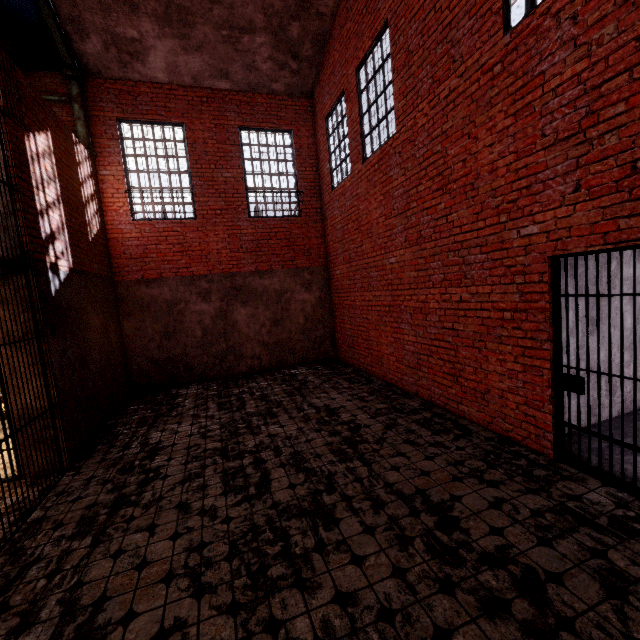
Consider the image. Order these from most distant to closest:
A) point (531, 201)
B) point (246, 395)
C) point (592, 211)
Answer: point (246, 395), point (531, 201), point (592, 211)

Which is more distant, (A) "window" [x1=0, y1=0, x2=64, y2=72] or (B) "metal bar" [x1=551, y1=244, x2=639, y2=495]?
(A) "window" [x1=0, y1=0, x2=64, y2=72]

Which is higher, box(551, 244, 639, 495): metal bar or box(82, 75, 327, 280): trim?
box(82, 75, 327, 280): trim

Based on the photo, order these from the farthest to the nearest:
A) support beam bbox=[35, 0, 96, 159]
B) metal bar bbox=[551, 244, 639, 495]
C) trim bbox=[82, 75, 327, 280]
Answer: trim bbox=[82, 75, 327, 280] < support beam bbox=[35, 0, 96, 159] < metal bar bbox=[551, 244, 639, 495]

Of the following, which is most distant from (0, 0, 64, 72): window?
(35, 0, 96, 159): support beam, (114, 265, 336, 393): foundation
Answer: (114, 265, 336, 393): foundation

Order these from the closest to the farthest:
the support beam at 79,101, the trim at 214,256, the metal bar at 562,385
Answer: the metal bar at 562,385
the support beam at 79,101
the trim at 214,256

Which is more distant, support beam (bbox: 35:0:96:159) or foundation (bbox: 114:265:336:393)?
foundation (bbox: 114:265:336:393)

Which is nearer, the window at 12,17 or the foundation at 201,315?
the window at 12,17
